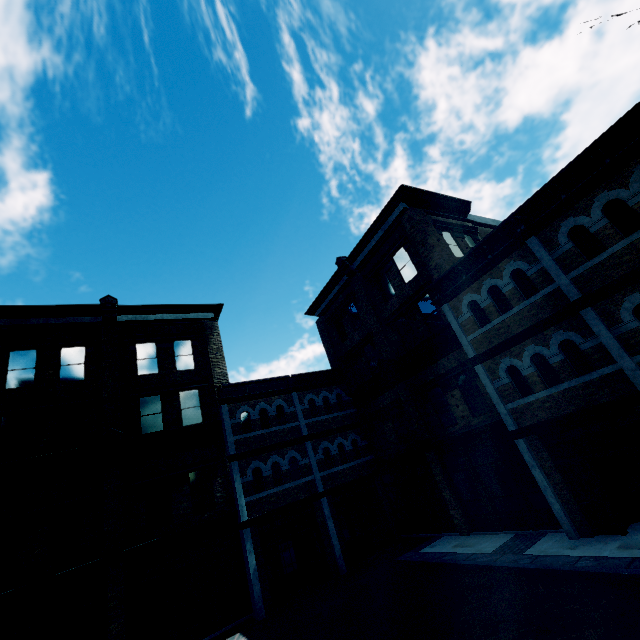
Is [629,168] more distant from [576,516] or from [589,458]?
[576,516]
